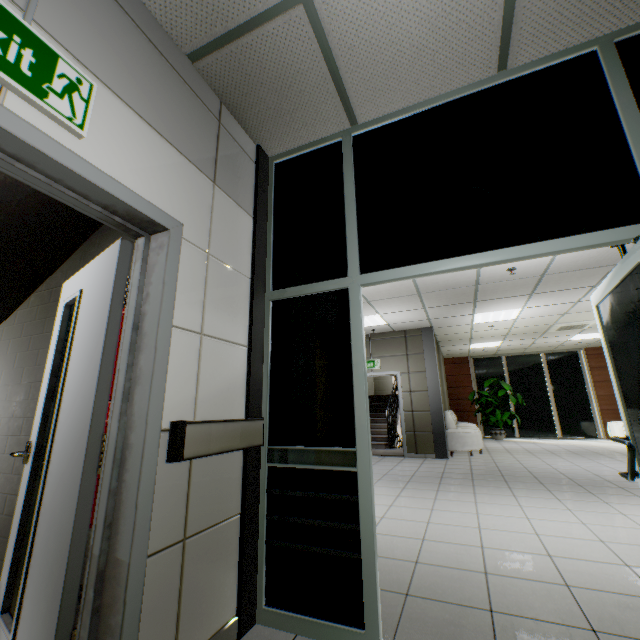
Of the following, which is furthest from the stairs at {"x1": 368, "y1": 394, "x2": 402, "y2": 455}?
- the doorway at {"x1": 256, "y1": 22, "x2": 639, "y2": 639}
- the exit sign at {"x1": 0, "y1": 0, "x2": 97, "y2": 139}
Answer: the exit sign at {"x1": 0, "y1": 0, "x2": 97, "y2": 139}

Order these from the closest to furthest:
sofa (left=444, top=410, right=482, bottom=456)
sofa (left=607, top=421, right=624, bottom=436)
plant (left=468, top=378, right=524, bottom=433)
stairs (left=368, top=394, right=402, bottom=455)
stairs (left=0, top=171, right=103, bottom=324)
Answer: stairs (left=0, top=171, right=103, bottom=324) → sofa (left=444, top=410, right=482, bottom=456) → stairs (left=368, top=394, right=402, bottom=455) → sofa (left=607, top=421, right=624, bottom=436) → plant (left=468, top=378, right=524, bottom=433)

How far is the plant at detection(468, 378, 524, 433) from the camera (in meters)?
11.65

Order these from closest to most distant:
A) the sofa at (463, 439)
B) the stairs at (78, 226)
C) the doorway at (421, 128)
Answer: the doorway at (421, 128) < the stairs at (78, 226) < the sofa at (463, 439)

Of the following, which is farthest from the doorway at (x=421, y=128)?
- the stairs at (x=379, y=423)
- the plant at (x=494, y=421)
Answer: the plant at (x=494, y=421)

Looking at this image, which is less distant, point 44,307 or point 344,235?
point 344,235

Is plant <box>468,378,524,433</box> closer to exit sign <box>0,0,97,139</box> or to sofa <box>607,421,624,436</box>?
sofa <box>607,421,624,436</box>

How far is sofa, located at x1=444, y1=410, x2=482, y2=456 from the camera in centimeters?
805cm
